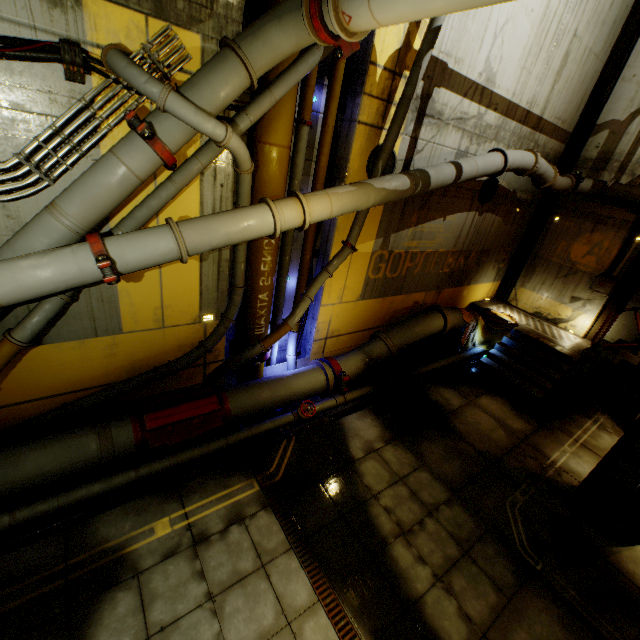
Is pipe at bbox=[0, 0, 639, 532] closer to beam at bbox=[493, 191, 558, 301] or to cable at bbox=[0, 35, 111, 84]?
cable at bbox=[0, 35, 111, 84]

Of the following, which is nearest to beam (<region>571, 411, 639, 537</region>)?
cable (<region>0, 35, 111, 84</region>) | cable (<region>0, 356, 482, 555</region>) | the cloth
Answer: cable (<region>0, 356, 482, 555</region>)

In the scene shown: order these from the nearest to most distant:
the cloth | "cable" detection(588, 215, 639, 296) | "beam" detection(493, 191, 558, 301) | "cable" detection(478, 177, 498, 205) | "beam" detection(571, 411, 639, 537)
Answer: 1. "beam" detection(571, 411, 639, 537)
2. "cable" detection(478, 177, 498, 205)
3. "cable" detection(588, 215, 639, 296)
4. the cloth
5. "beam" detection(493, 191, 558, 301)

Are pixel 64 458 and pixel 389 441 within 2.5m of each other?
no

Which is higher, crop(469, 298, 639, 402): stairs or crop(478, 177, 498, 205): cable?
crop(478, 177, 498, 205): cable

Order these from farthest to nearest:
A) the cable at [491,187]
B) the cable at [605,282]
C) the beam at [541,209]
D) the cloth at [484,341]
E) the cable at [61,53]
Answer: the beam at [541,209] → the cloth at [484,341] → the cable at [605,282] → the cable at [491,187] → the cable at [61,53]

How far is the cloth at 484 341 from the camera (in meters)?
10.82

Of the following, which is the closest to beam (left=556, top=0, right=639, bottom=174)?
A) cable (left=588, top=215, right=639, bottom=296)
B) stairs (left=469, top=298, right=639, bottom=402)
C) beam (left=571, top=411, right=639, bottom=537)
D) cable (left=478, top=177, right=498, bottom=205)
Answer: stairs (left=469, top=298, right=639, bottom=402)
